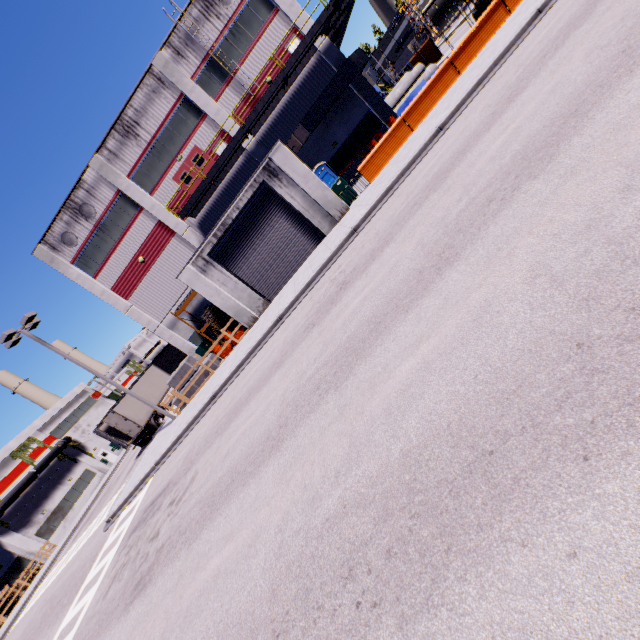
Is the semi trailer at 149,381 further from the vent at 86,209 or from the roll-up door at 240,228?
the vent at 86,209

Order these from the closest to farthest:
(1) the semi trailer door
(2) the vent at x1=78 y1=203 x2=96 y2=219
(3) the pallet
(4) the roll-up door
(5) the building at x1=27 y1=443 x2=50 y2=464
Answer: (4) the roll-up door → (3) the pallet → (2) the vent at x1=78 y1=203 x2=96 y2=219 → (1) the semi trailer door → (5) the building at x1=27 y1=443 x2=50 y2=464

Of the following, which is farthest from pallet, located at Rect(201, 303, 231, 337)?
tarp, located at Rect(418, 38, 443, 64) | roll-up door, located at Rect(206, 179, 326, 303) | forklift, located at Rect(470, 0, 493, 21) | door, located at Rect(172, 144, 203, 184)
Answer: tarp, located at Rect(418, 38, 443, 64)

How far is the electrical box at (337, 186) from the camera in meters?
17.6

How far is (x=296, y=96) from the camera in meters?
22.4

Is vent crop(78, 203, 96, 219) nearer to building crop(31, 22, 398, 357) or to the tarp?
building crop(31, 22, 398, 357)

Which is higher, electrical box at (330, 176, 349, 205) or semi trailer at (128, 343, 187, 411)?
semi trailer at (128, 343, 187, 411)

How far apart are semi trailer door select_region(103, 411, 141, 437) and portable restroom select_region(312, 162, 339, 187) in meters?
22.6 m
